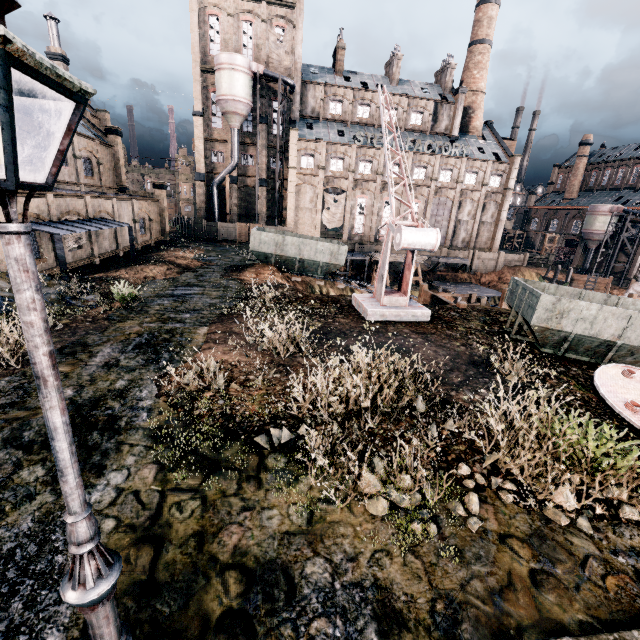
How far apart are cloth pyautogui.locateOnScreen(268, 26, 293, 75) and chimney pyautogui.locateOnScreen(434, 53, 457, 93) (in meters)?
25.39

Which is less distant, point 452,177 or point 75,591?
point 75,591

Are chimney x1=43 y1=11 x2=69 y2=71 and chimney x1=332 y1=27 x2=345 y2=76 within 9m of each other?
no

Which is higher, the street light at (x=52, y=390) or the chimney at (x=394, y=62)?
the chimney at (x=394, y=62)

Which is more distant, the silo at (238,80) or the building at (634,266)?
the building at (634,266)

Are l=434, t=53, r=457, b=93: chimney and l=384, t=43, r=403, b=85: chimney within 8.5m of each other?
yes

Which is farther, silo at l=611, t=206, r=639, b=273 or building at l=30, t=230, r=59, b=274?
silo at l=611, t=206, r=639, b=273

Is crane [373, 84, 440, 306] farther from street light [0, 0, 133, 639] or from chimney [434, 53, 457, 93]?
chimney [434, 53, 457, 93]
